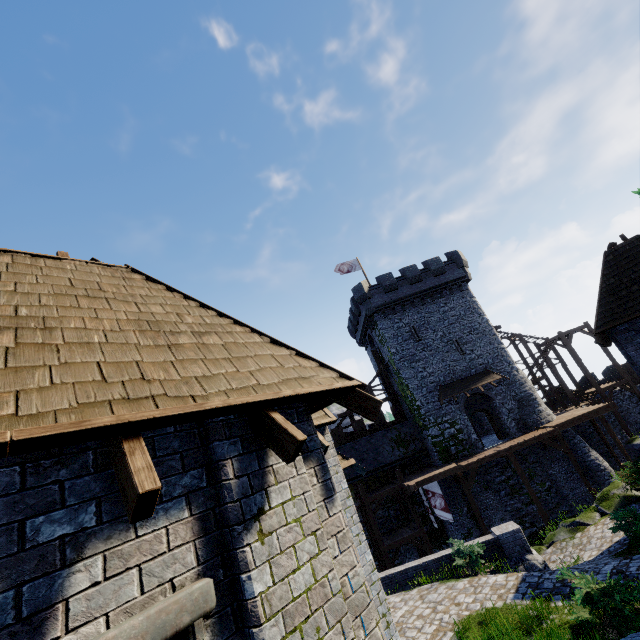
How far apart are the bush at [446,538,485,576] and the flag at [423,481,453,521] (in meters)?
9.18

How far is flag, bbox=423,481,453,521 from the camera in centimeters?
2164cm

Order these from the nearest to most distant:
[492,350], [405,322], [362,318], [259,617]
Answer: [259,617], [492,350], [405,322], [362,318]

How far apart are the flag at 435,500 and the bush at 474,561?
9.2 meters

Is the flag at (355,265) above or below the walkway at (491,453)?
above

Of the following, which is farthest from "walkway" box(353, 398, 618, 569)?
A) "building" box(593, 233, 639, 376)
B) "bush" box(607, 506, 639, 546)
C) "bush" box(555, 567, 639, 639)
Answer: "bush" box(555, 567, 639, 639)

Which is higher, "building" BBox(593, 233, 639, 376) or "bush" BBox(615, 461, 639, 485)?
"building" BBox(593, 233, 639, 376)

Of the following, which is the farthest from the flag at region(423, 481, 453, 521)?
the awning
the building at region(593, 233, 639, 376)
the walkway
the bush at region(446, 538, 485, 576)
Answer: the building at region(593, 233, 639, 376)
